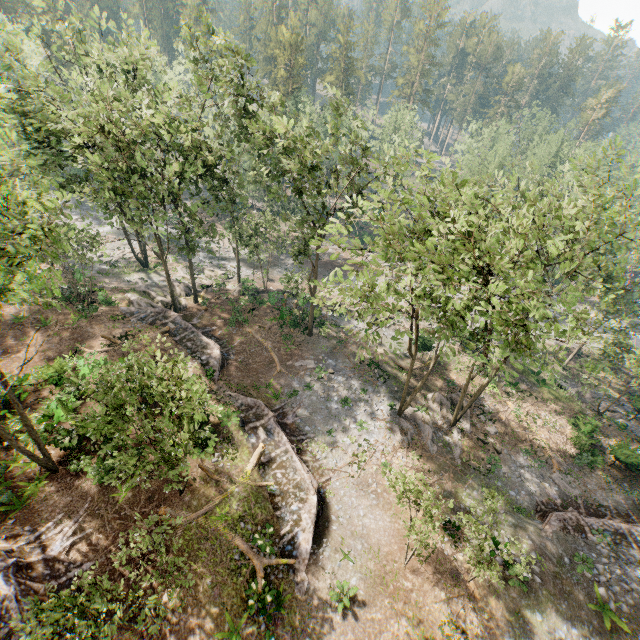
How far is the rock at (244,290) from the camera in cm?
3541

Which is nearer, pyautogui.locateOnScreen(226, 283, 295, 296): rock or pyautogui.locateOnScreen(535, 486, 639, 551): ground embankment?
pyautogui.locateOnScreen(535, 486, 639, 551): ground embankment

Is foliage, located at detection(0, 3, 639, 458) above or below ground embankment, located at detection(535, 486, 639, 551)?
above

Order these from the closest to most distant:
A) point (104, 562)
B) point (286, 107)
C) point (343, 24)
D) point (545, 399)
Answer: point (104, 562)
point (545, 399)
point (286, 107)
point (343, 24)

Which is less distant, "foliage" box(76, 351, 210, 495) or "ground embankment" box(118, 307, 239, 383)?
"foliage" box(76, 351, 210, 495)

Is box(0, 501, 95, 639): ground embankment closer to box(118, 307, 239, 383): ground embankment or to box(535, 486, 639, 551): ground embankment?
box(118, 307, 239, 383): ground embankment

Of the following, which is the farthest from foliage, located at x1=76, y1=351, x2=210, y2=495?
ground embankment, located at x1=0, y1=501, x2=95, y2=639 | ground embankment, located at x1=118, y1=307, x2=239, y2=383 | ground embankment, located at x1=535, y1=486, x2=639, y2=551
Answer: ground embankment, located at x1=0, y1=501, x2=95, y2=639

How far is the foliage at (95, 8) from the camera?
28.0 meters
